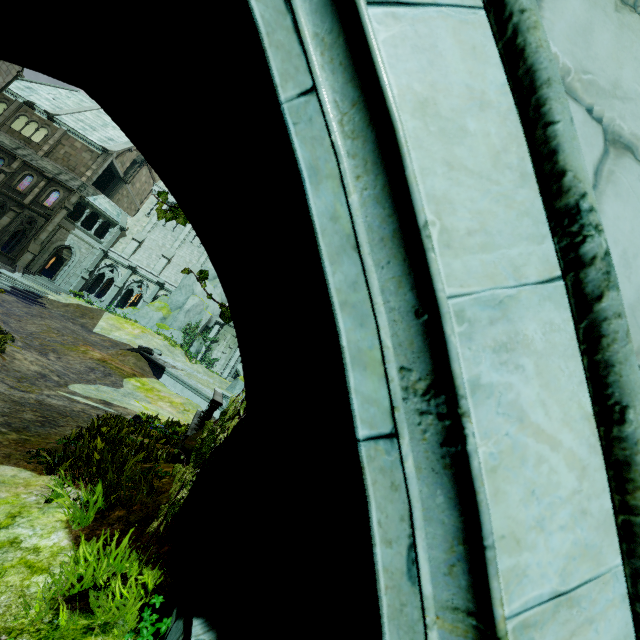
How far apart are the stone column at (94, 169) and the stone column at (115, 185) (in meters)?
3.16

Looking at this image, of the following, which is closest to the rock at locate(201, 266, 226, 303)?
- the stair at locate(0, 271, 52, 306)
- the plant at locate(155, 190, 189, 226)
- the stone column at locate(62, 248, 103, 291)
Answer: the stone column at locate(62, 248, 103, 291)

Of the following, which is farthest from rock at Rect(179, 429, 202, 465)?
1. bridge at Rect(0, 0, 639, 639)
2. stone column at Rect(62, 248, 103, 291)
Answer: stone column at Rect(62, 248, 103, 291)

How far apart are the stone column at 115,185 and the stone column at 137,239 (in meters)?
5.21

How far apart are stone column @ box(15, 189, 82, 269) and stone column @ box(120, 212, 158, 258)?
5.2m

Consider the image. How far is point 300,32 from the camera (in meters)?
0.59

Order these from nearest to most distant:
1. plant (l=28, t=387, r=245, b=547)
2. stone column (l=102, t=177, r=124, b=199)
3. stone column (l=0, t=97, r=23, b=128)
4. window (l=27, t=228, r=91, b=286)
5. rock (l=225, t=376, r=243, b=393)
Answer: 1. plant (l=28, t=387, r=245, b=547)
2. rock (l=225, t=376, r=243, b=393)
3. window (l=27, t=228, r=91, b=286)
4. stone column (l=0, t=97, r=23, b=128)
5. stone column (l=102, t=177, r=124, b=199)

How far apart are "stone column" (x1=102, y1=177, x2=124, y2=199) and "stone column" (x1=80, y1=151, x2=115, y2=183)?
3.16m
